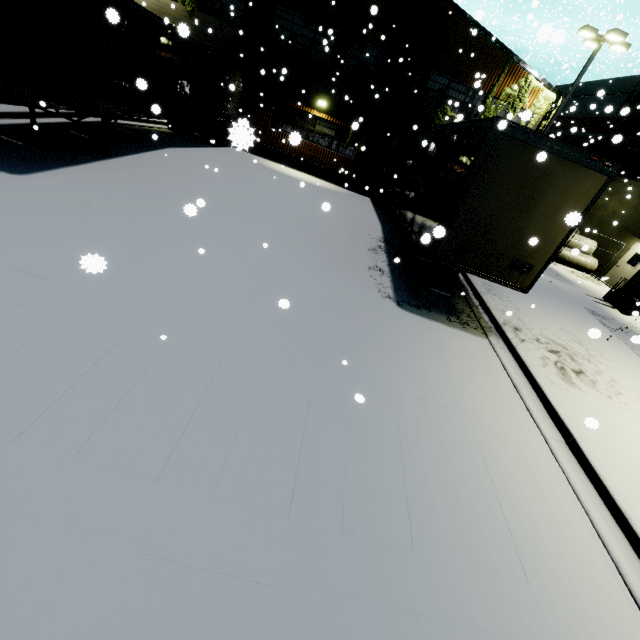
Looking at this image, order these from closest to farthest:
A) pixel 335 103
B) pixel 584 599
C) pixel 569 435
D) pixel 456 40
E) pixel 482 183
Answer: pixel 584 599, pixel 569 435, pixel 482 183, pixel 456 40, pixel 335 103

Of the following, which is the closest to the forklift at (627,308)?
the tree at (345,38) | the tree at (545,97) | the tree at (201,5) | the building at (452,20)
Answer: the building at (452,20)

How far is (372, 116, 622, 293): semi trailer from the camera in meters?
6.1 m

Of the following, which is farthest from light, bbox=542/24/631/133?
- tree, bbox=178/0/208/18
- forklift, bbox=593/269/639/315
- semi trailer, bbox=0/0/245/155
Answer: tree, bbox=178/0/208/18

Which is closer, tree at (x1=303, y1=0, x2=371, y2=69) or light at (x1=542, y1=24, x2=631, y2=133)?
light at (x1=542, y1=24, x2=631, y2=133)

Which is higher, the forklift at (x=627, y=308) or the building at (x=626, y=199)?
the building at (x=626, y=199)

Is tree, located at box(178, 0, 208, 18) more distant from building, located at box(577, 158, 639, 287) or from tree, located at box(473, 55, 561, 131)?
tree, located at box(473, 55, 561, 131)

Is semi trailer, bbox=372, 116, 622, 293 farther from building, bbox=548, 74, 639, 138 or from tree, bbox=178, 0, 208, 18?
tree, bbox=178, 0, 208, 18
